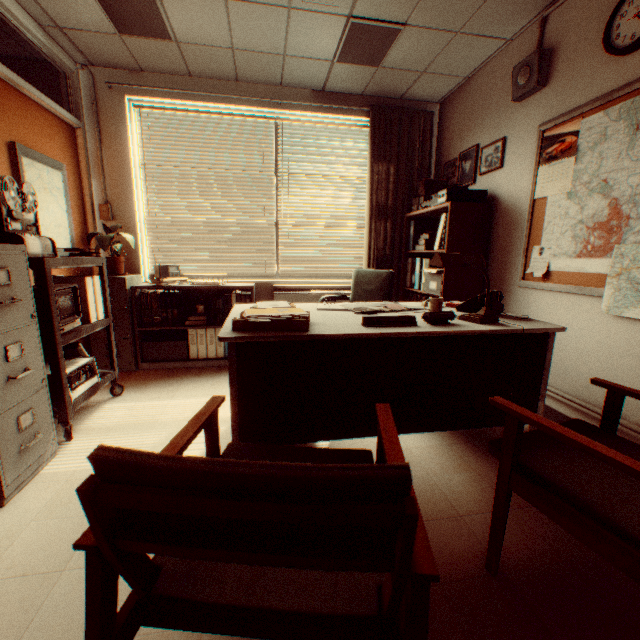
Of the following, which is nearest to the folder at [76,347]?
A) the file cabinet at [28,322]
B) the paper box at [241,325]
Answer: the file cabinet at [28,322]

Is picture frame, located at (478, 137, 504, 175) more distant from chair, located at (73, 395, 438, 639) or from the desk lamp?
chair, located at (73, 395, 438, 639)

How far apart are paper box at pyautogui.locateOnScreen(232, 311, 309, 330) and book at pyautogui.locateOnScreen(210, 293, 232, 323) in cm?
207

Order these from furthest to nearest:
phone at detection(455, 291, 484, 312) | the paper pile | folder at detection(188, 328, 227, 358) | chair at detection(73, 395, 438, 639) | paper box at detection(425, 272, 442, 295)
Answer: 1. folder at detection(188, 328, 227, 358)
2. paper box at detection(425, 272, 442, 295)
3. phone at detection(455, 291, 484, 312)
4. the paper pile
5. chair at detection(73, 395, 438, 639)

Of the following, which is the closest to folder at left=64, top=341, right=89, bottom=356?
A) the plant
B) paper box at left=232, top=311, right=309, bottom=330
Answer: the plant

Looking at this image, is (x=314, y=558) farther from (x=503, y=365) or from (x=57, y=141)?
(x=57, y=141)

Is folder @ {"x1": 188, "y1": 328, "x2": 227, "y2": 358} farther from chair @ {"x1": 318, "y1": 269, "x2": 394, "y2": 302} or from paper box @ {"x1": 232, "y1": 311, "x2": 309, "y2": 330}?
paper box @ {"x1": 232, "y1": 311, "x2": 309, "y2": 330}

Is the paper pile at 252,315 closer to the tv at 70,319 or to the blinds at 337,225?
the tv at 70,319
